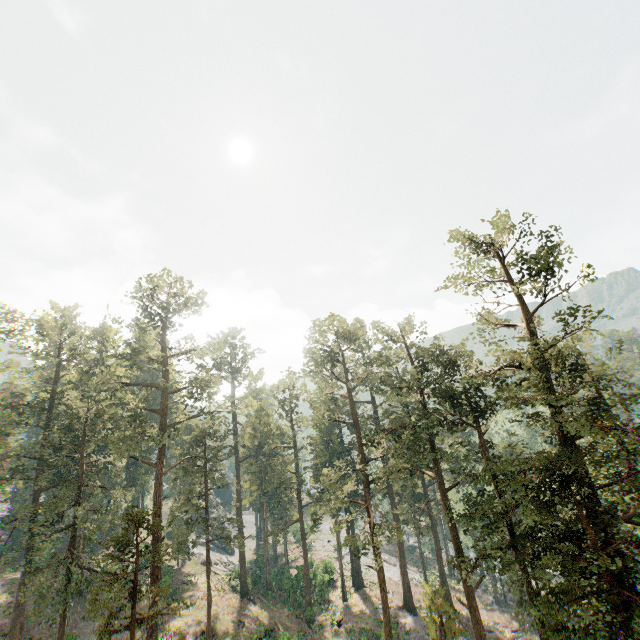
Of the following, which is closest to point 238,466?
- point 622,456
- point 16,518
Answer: point 16,518
